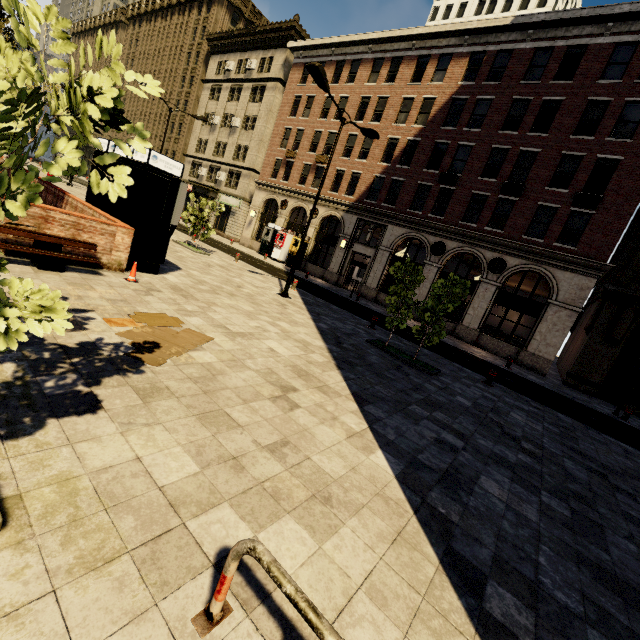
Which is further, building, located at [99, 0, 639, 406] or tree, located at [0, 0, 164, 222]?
building, located at [99, 0, 639, 406]

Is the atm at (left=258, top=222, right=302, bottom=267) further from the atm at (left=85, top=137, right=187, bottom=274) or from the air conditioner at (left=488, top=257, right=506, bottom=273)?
the atm at (left=85, top=137, right=187, bottom=274)

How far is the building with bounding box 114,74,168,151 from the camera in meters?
46.4

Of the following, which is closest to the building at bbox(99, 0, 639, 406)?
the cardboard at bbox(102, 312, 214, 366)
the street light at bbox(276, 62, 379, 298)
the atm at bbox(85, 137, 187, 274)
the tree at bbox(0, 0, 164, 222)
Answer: the tree at bbox(0, 0, 164, 222)

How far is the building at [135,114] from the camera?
46.38m

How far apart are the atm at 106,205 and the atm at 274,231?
19.9m

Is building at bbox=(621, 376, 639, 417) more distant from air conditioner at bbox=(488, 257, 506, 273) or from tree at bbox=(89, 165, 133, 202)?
tree at bbox=(89, 165, 133, 202)

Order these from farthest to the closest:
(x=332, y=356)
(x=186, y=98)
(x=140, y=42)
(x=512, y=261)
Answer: (x=140, y=42), (x=186, y=98), (x=512, y=261), (x=332, y=356)
